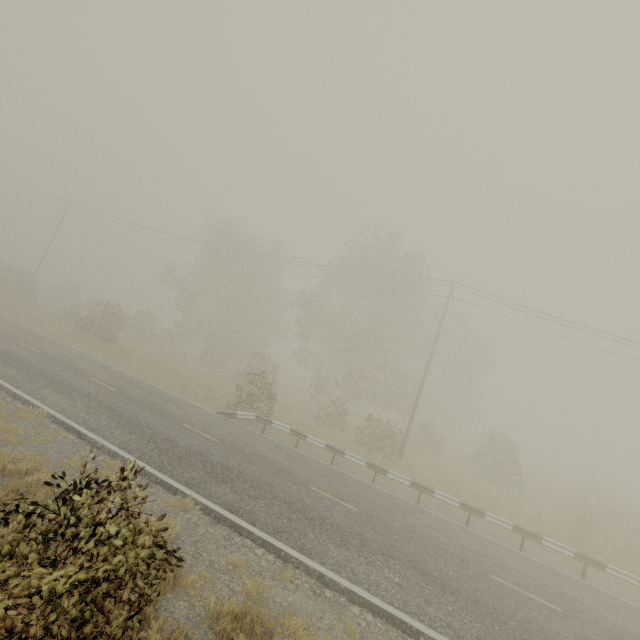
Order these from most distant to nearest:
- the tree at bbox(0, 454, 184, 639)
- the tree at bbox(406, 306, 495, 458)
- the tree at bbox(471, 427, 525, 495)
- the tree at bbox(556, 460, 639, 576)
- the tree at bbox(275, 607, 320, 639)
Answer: the tree at bbox(406, 306, 495, 458) < the tree at bbox(471, 427, 525, 495) < the tree at bbox(556, 460, 639, 576) < the tree at bbox(275, 607, 320, 639) < the tree at bbox(0, 454, 184, 639)

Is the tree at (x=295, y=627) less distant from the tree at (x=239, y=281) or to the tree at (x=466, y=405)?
the tree at (x=239, y=281)

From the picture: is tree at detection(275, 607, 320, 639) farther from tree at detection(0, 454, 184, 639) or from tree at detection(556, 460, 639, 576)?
tree at detection(0, 454, 184, 639)

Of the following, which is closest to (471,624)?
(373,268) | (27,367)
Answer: (27,367)

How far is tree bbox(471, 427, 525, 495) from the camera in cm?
2225

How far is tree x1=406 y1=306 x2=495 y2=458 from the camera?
25.6 meters

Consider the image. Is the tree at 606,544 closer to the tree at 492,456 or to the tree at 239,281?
the tree at 492,456

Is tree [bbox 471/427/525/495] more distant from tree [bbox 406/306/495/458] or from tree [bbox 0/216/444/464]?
tree [bbox 406/306/495/458]
